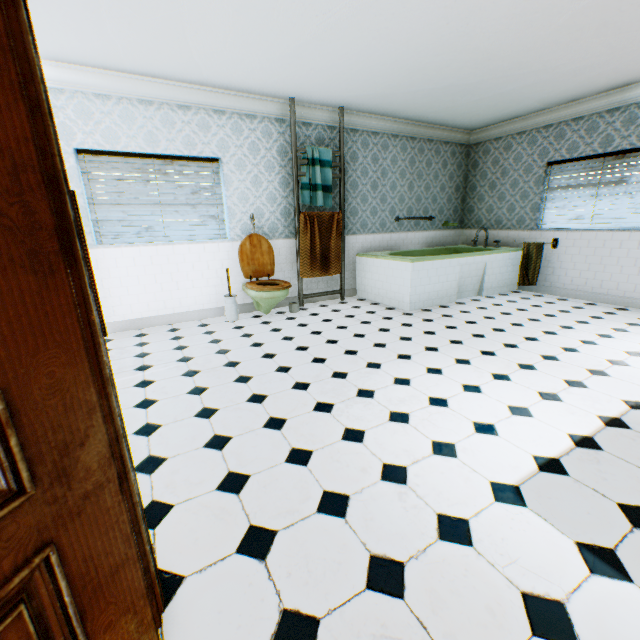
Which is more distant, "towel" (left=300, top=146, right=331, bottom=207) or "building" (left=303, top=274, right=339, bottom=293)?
"building" (left=303, top=274, right=339, bottom=293)

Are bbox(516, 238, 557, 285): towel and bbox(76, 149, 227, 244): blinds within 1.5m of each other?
no

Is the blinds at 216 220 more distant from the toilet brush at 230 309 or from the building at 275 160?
the toilet brush at 230 309

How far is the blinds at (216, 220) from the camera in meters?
4.1

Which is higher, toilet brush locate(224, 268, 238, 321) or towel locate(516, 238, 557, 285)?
towel locate(516, 238, 557, 285)

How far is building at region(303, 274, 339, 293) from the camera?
5.85m

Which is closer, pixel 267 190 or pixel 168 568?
pixel 168 568

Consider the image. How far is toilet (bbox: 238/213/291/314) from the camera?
4.6 meters
